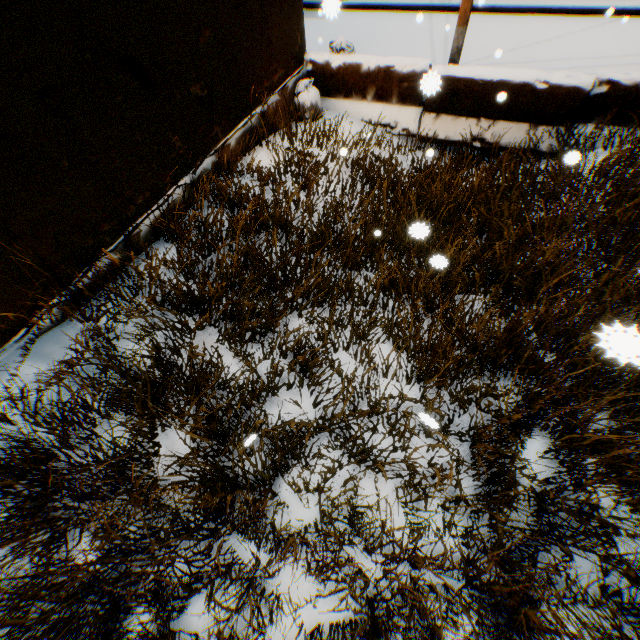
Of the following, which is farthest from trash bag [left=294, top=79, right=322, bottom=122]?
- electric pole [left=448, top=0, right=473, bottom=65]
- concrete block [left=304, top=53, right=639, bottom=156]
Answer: electric pole [left=448, top=0, right=473, bottom=65]

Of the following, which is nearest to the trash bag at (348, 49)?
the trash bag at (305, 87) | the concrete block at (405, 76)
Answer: the concrete block at (405, 76)

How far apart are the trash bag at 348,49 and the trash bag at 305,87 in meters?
0.5 m

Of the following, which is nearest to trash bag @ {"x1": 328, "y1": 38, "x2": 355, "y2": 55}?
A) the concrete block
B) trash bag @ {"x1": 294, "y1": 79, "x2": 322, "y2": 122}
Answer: the concrete block

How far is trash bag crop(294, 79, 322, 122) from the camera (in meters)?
5.99

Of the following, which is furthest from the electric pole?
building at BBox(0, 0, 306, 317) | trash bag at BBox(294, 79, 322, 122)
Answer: trash bag at BBox(294, 79, 322, 122)

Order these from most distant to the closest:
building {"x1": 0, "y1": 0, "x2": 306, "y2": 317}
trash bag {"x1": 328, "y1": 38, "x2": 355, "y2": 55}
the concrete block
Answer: trash bag {"x1": 328, "y1": 38, "x2": 355, "y2": 55} < the concrete block < building {"x1": 0, "y1": 0, "x2": 306, "y2": 317}

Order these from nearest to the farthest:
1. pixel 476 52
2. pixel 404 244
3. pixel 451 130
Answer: pixel 404 244
pixel 451 130
pixel 476 52
